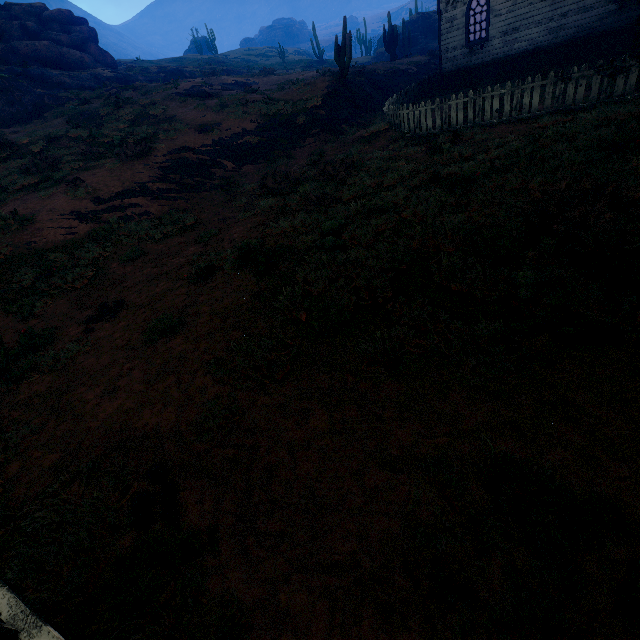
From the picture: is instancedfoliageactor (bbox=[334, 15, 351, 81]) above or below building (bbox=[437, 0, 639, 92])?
above

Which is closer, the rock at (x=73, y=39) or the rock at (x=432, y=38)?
the rock at (x=73, y=39)

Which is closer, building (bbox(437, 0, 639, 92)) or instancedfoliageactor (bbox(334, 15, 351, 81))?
building (bbox(437, 0, 639, 92))

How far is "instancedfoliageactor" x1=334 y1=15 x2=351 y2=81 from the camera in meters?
16.6 m

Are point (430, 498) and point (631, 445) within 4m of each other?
yes

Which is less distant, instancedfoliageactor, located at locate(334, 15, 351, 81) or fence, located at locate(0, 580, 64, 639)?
fence, located at locate(0, 580, 64, 639)

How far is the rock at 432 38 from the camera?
38.4 meters

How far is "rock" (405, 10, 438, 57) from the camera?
38.4m
